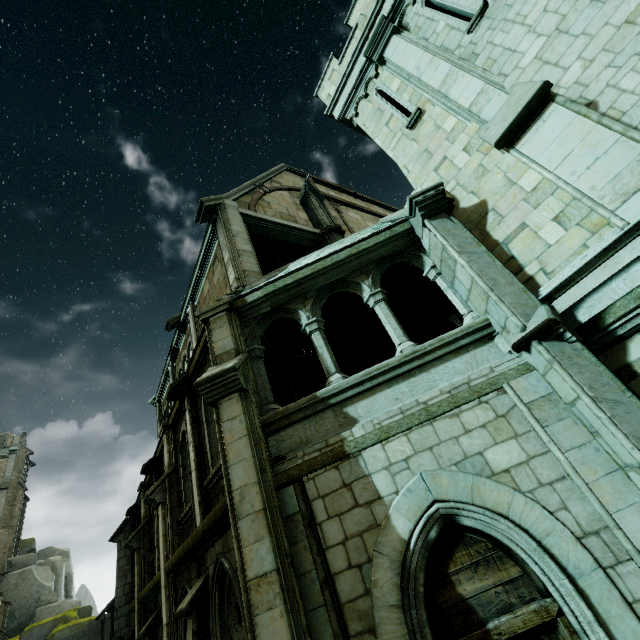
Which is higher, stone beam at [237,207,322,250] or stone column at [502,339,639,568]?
stone beam at [237,207,322,250]

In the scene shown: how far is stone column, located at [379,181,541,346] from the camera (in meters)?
4.70

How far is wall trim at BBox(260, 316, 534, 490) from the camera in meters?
4.6

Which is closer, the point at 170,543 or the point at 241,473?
the point at 241,473

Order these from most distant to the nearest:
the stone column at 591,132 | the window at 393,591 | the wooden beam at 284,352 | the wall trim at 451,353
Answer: the wooden beam at 284,352, the wall trim at 451,353, the stone column at 591,132, the window at 393,591

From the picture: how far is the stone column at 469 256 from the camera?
4.70m

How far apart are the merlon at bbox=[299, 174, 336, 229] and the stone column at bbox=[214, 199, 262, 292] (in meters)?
3.17

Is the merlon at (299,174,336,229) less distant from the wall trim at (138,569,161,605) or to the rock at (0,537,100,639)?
the wall trim at (138,569,161,605)
